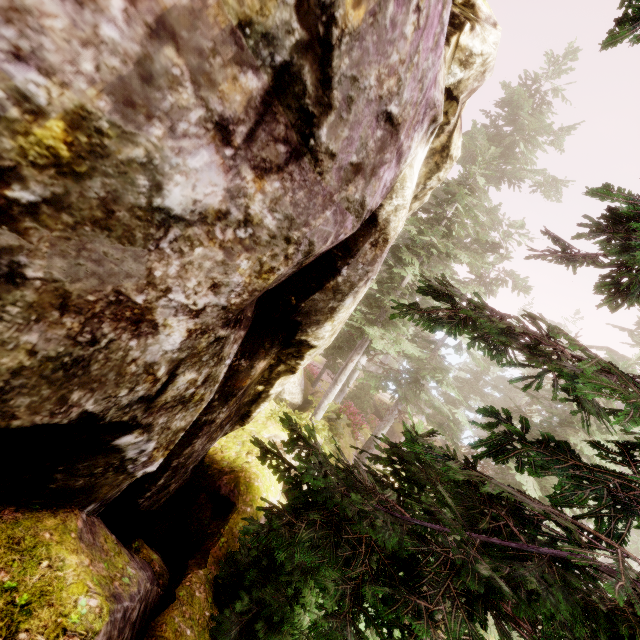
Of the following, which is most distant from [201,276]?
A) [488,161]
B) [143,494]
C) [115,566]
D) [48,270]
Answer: [488,161]

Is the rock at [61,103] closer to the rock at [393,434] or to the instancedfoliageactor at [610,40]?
the instancedfoliageactor at [610,40]

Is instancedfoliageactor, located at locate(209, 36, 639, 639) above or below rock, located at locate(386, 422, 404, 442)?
above

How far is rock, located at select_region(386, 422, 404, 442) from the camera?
30.98m

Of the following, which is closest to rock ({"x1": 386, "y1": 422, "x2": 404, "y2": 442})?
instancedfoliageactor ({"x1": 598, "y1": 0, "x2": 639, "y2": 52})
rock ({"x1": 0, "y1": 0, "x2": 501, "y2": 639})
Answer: instancedfoliageactor ({"x1": 598, "y1": 0, "x2": 639, "y2": 52})

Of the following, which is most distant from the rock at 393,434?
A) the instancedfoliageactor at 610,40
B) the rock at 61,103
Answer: the rock at 61,103

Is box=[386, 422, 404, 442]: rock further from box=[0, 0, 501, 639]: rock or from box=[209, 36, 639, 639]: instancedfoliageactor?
box=[0, 0, 501, 639]: rock
